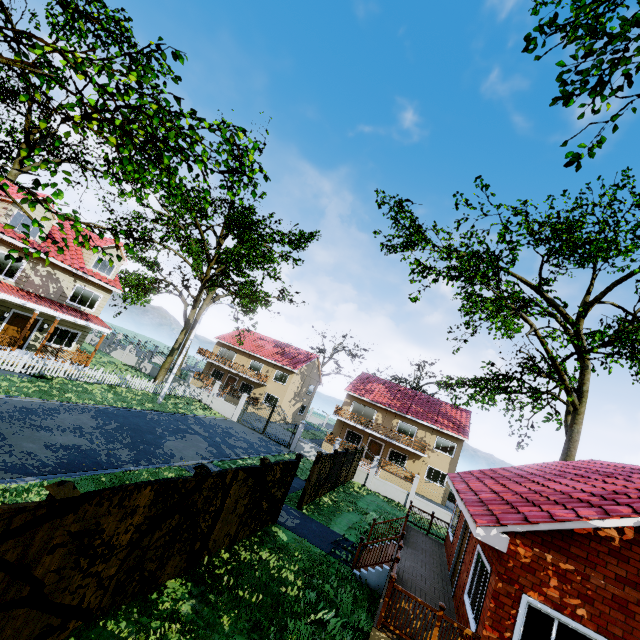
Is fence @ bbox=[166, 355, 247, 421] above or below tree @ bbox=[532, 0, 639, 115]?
below

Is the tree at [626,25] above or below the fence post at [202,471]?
above

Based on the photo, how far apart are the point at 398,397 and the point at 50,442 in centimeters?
3227cm

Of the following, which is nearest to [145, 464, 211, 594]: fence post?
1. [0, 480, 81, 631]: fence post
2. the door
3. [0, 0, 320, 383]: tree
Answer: [0, 480, 81, 631]: fence post

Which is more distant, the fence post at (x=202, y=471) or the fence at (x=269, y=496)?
the fence at (x=269, y=496)

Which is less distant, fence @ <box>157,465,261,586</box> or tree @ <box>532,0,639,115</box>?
tree @ <box>532,0,639,115</box>

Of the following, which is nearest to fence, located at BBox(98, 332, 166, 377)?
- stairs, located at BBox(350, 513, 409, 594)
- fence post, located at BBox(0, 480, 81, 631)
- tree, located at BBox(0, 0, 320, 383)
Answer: fence post, located at BBox(0, 480, 81, 631)

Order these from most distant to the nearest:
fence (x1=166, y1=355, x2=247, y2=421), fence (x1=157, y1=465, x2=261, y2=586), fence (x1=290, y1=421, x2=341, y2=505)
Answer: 1. fence (x1=166, y1=355, x2=247, y2=421)
2. fence (x1=290, y1=421, x2=341, y2=505)
3. fence (x1=157, y1=465, x2=261, y2=586)
